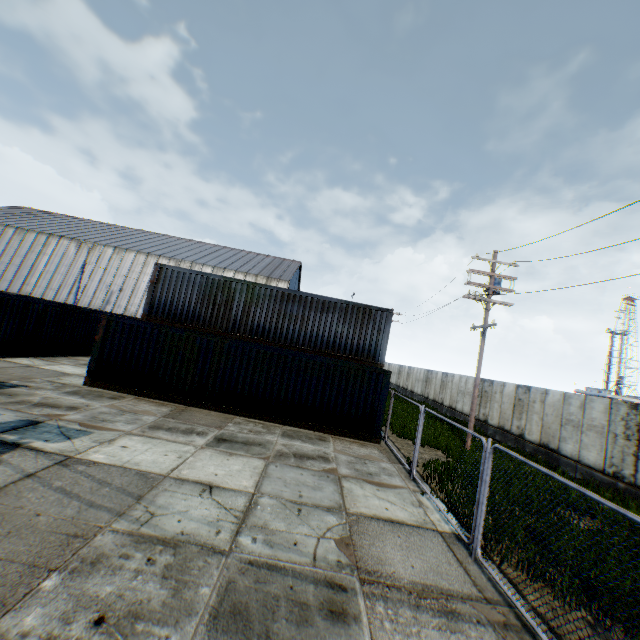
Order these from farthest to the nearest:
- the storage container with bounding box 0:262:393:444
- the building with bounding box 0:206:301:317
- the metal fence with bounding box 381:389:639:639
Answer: the building with bounding box 0:206:301:317 → the storage container with bounding box 0:262:393:444 → the metal fence with bounding box 381:389:639:639

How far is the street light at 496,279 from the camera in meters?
15.5

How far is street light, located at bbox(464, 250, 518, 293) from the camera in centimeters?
1551cm

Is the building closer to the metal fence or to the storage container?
the metal fence

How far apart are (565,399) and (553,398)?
0.8m

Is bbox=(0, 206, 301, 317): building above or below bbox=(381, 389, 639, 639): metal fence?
above

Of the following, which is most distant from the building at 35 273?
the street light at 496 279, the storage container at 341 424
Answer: the street light at 496 279
